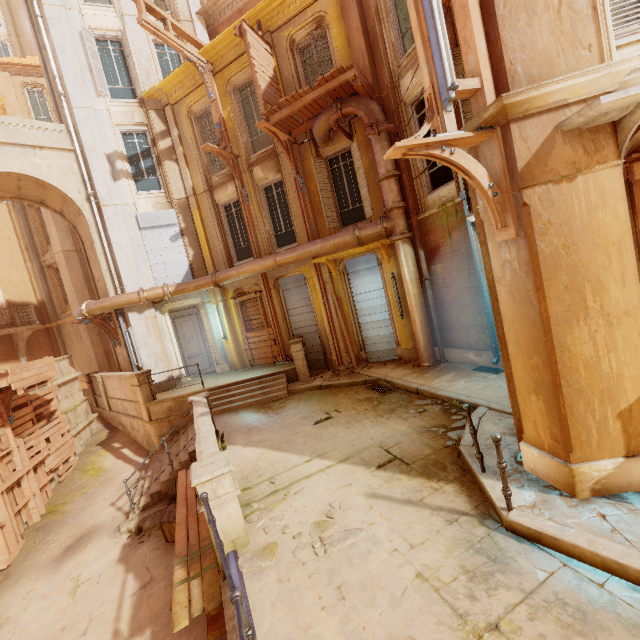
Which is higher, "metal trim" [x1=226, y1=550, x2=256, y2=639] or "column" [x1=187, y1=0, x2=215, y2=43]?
"column" [x1=187, y1=0, x2=215, y2=43]

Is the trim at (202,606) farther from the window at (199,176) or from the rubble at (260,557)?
the window at (199,176)

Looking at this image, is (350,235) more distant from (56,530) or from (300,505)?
(56,530)

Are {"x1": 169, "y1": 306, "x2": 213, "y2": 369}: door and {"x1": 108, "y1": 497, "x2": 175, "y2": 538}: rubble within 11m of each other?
yes

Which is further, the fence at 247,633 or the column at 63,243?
the column at 63,243

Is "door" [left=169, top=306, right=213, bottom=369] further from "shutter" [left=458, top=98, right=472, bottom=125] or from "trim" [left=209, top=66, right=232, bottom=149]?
"shutter" [left=458, top=98, right=472, bottom=125]

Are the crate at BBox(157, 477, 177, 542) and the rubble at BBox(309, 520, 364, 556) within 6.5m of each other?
yes

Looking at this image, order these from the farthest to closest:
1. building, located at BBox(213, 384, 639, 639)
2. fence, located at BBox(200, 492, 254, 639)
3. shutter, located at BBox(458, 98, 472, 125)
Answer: shutter, located at BBox(458, 98, 472, 125)
building, located at BBox(213, 384, 639, 639)
fence, located at BBox(200, 492, 254, 639)
